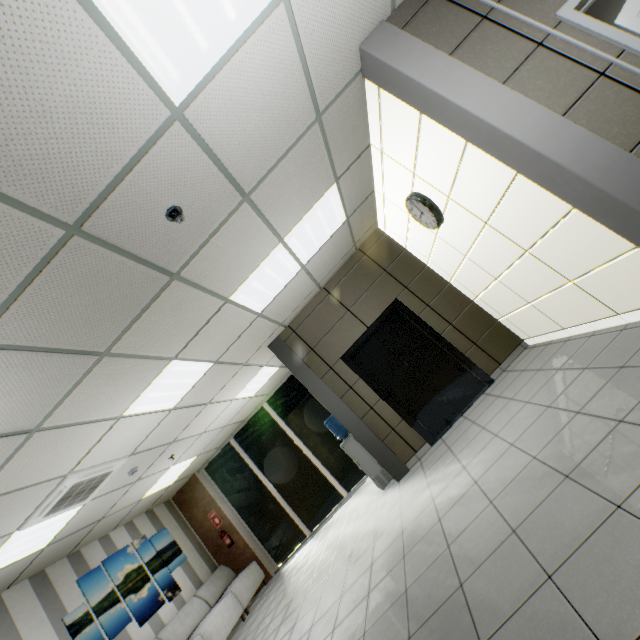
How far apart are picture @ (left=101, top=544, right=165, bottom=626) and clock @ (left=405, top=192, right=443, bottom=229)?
8.5m

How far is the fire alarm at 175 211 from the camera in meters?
2.5

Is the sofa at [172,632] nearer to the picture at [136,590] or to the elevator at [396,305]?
the picture at [136,590]

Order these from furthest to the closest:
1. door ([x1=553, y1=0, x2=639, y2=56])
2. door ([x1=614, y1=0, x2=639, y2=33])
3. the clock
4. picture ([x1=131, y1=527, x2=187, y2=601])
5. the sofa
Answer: picture ([x1=131, y1=527, x2=187, y2=601]) < the sofa < the clock < door ([x1=614, y1=0, x2=639, y2=33]) < door ([x1=553, y1=0, x2=639, y2=56])

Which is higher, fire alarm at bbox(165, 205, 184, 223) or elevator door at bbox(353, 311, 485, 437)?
fire alarm at bbox(165, 205, 184, 223)

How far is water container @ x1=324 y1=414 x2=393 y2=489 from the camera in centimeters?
570cm

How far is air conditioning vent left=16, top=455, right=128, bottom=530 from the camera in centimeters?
407cm

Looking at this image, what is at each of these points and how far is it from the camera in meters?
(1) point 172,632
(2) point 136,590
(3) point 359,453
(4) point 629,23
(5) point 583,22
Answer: (1) sofa, 6.2
(2) picture, 6.5
(3) water container, 5.9
(4) door, 3.4
(5) door, 2.3
